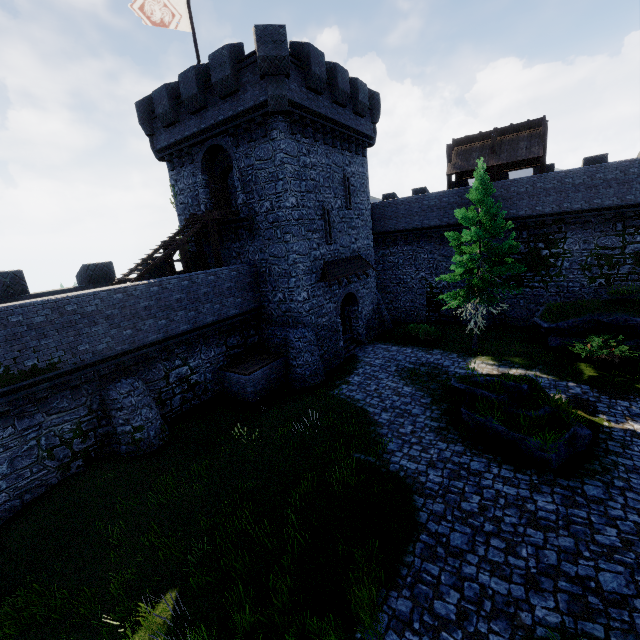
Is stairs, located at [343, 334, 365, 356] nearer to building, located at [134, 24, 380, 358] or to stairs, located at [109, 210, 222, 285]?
building, located at [134, 24, 380, 358]

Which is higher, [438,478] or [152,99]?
[152,99]

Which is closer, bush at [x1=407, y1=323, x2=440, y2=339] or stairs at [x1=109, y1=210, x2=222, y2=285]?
stairs at [x1=109, y1=210, x2=222, y2=285]

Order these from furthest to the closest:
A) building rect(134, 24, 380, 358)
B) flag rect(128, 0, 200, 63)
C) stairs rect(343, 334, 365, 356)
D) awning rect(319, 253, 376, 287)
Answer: stairs rect(343, 334, 365, 356), awning rect(319, 253, 376, 287), flag rect(128, 0, 200, 63), building rect(134, 24, 380, 358)

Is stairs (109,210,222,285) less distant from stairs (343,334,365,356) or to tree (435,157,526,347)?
stairs (343,334,365,356)

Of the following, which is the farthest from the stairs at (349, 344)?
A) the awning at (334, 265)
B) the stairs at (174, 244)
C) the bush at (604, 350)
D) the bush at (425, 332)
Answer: the bush at (604, 350)

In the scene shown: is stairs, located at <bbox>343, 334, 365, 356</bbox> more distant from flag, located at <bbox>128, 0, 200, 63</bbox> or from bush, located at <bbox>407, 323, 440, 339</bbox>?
flag, located at <bbox>128, 0, 200, 63</bbox>

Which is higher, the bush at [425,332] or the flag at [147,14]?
the flag at [147,14]
